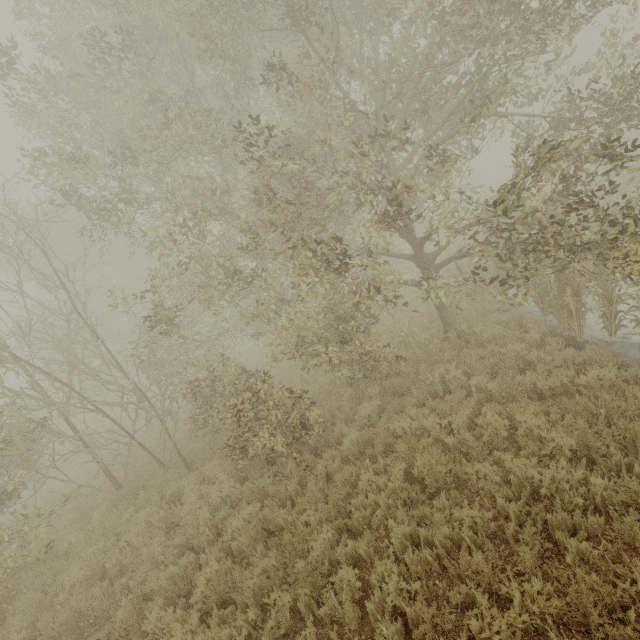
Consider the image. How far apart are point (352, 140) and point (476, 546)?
7.8 meters
